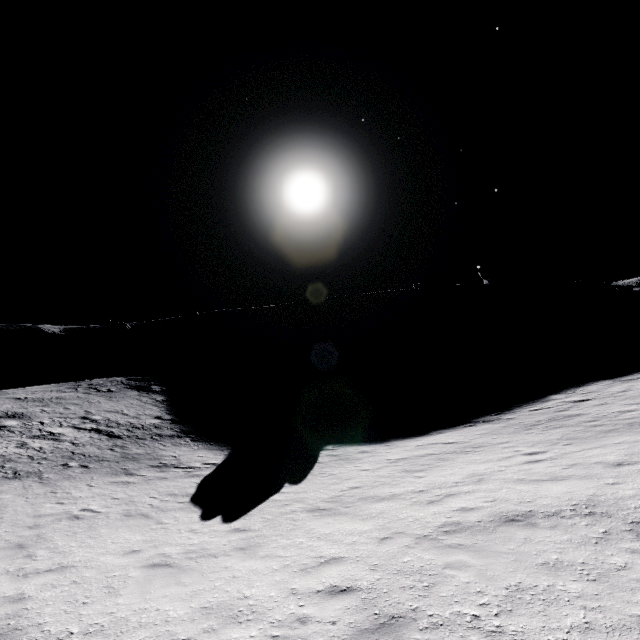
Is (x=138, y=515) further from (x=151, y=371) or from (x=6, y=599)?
(x=151, y=371)
